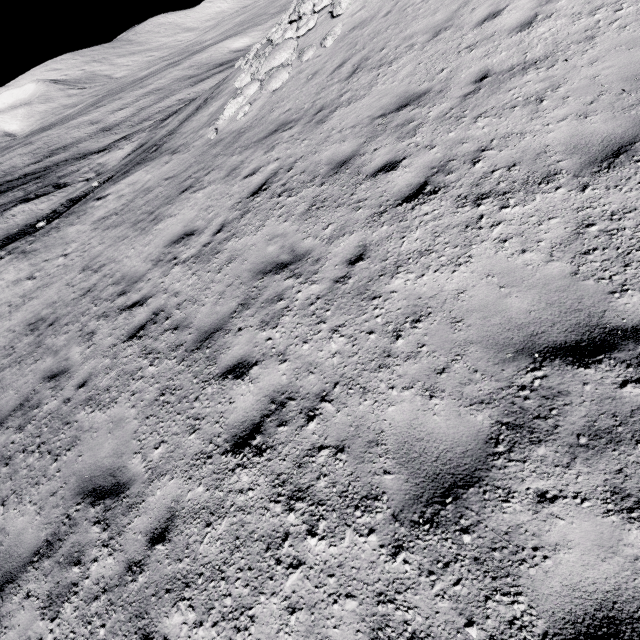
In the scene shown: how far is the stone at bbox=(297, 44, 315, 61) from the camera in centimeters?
1080cm

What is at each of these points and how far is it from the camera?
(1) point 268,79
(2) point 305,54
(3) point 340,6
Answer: (1) stone, 11.5m
(2) stone, 10.9m
(3) stone, 10.8m

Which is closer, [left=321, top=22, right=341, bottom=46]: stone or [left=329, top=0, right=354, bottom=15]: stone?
[left=321, top=22, right=341, bottom=46]: stone

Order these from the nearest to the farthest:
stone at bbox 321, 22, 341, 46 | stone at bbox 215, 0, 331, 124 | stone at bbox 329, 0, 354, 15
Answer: stone at bbox 321, 22, 341, 46, stone at bbox 329, 0, 354, 15, stone at bbox 215, 0, 331, 124

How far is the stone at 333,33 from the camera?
10.30m

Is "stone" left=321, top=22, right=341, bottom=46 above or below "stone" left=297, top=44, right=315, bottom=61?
Answer: above

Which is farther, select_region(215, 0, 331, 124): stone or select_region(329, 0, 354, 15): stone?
select_region(215, 0, 331, 124): stone

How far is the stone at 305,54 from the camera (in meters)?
10.80
